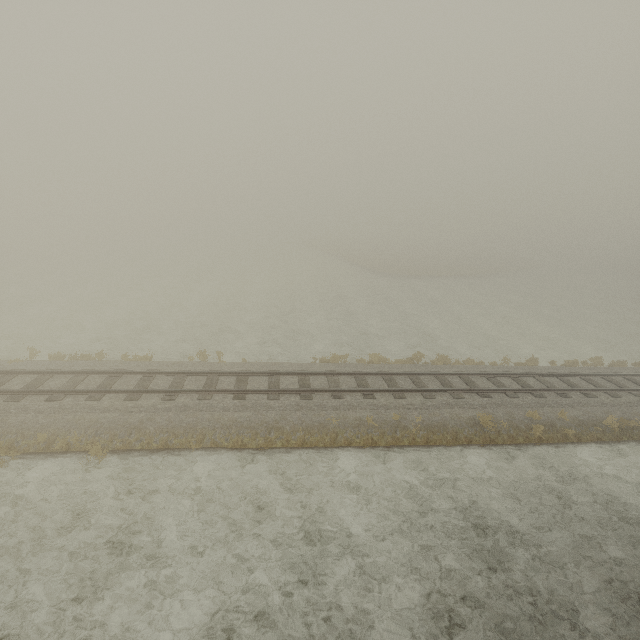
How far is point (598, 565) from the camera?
8.8 meters
